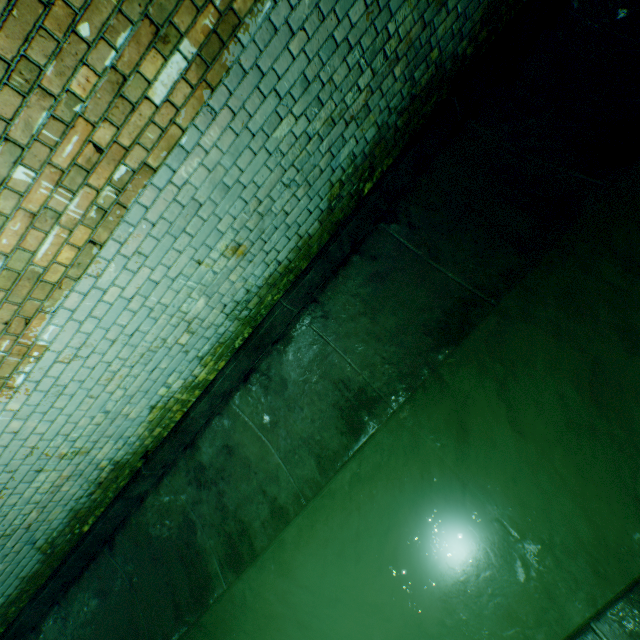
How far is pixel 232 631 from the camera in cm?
314
